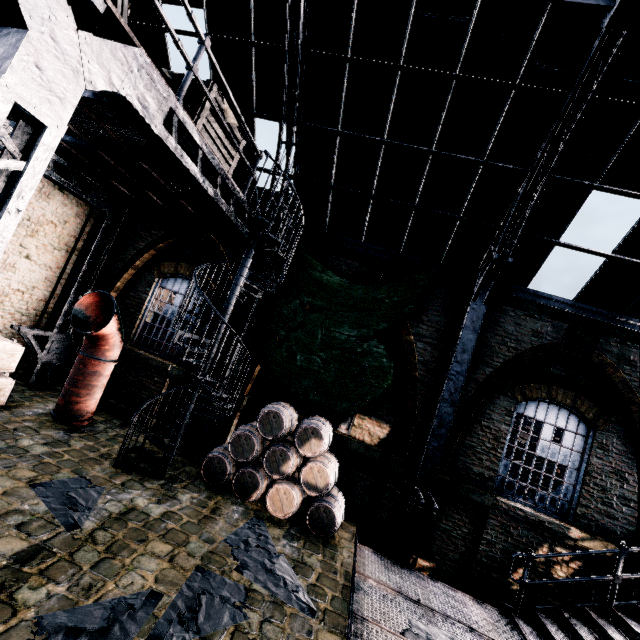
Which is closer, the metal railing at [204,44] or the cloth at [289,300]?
the metal railing at [204,44]

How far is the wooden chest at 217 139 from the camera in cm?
554

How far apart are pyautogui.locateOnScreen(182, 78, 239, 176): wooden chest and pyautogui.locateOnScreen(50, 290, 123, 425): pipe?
4.5 meters

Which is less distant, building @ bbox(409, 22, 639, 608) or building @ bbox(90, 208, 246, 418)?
building @ bbox(409, 22, 639, 608)

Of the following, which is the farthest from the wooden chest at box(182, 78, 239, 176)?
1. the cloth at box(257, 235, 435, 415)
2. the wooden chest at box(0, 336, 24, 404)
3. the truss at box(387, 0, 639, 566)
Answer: the wooden chest at box(0, 336, 24, 404)

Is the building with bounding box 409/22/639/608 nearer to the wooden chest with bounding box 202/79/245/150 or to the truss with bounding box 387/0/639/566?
the truss with bounding box 387/0/639/566

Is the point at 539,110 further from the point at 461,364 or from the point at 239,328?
the point at 239,328

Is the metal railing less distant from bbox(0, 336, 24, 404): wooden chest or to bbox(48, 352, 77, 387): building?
bbox(48, 352, 77, 387): building
